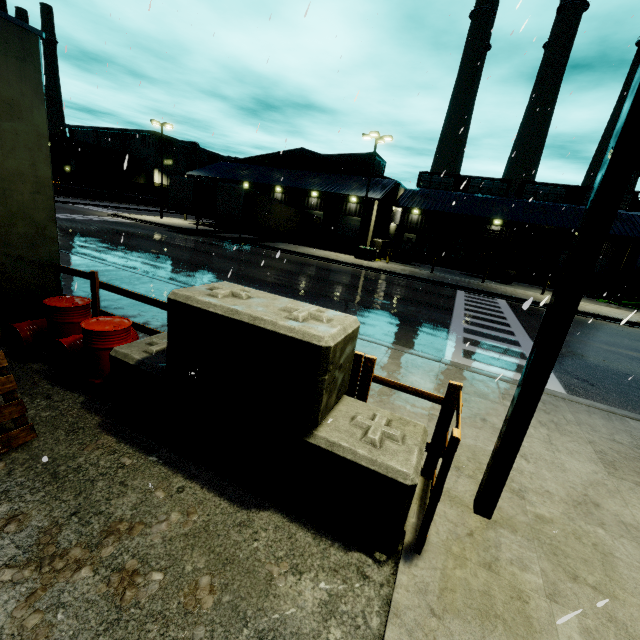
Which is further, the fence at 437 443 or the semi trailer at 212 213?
the semi trailer at 212 213

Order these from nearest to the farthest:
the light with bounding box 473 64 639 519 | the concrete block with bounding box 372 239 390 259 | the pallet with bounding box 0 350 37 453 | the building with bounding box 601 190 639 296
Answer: the light with bounding box 473 64 639 519 < the pallet with bounding box 0 350 37 453 < the building with bounding box 601 190 639 296 < the concrete block with bounding box 372 239 390 259

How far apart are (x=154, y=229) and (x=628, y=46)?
31.0 meters

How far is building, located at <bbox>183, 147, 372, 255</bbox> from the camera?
33.8 meters

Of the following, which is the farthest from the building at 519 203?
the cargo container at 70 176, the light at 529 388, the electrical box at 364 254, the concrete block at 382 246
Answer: the light at 529 388

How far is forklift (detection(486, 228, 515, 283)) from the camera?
27.9m

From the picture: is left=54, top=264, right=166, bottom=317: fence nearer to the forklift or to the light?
the light
